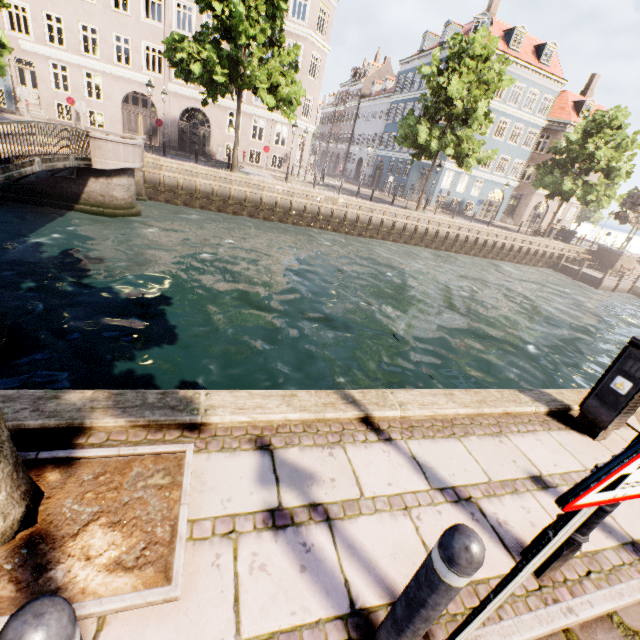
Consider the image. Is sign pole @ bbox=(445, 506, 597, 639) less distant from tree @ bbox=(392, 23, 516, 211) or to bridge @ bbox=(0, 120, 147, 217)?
tree @ bbox=(392, 23, 516, 211)

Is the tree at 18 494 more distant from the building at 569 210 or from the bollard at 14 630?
the building at 569 210

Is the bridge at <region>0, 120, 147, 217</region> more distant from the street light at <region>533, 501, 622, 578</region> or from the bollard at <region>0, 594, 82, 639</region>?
the bollard at <region>0, 594, 82, 639</region>

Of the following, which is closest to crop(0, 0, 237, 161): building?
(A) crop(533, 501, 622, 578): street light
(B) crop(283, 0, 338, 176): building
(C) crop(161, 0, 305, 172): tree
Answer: (C) crop(161, 0, 305, 172): tree

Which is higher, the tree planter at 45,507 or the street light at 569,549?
the street light at 569,549

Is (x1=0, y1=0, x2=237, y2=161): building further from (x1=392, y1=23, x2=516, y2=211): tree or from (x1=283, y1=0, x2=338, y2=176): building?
(x1=283, y1=0, x2=338, y2=176): building

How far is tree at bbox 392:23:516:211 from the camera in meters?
19.3 m

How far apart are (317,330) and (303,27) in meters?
27.6 m
